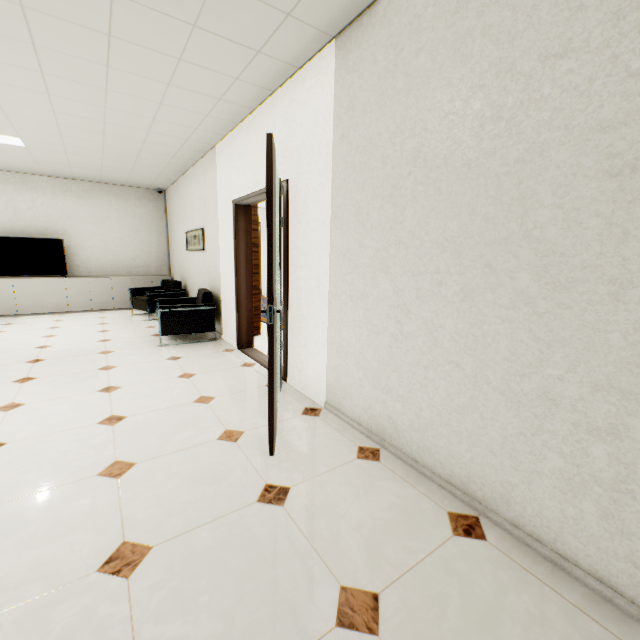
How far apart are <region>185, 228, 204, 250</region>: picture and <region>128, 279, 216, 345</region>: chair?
0.7m

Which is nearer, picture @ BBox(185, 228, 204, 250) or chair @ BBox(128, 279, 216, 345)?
chair @ BBox(128, 279, 216, 345)

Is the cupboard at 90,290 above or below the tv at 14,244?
below

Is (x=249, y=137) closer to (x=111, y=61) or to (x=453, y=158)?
(x=111, y=61)

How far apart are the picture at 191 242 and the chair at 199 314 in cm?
73

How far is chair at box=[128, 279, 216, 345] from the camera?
4.8 meters

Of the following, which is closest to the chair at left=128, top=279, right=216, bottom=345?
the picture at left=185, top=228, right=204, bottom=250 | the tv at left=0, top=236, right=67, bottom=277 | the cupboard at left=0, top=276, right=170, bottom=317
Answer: the picture at left=185, top=228, right=204, bottom=250
